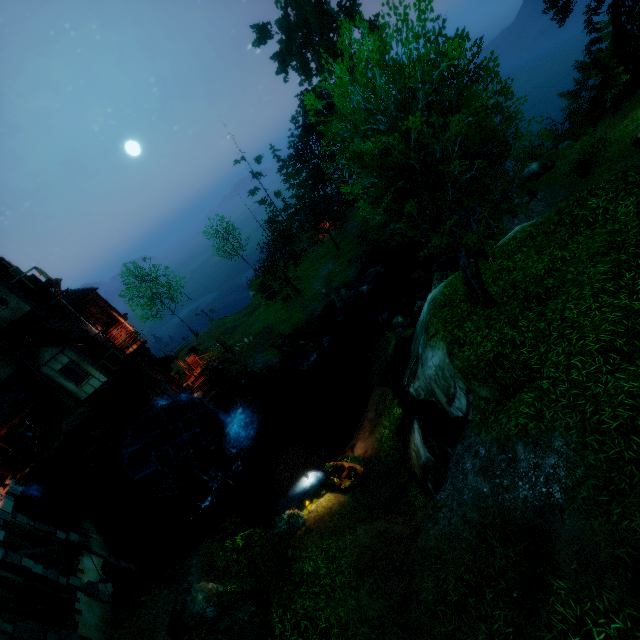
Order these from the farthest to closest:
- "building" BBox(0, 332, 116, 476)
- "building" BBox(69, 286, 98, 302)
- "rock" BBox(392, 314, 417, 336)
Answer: "building" BBox(69, 286, 98, 302) < "rock" BBox(392, 314, 417, 336) < "building" BBox(0, 332, 116, 476)

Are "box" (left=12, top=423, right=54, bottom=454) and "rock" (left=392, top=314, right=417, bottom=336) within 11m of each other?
no

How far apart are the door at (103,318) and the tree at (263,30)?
34.5m

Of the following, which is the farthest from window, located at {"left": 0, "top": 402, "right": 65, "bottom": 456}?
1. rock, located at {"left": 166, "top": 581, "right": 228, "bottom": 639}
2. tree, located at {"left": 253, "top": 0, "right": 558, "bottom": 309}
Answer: tree, located at {"left": 253, "top": 0, "right": 558, "bottom": 309}

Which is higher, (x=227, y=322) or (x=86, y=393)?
(x=86, y=393)

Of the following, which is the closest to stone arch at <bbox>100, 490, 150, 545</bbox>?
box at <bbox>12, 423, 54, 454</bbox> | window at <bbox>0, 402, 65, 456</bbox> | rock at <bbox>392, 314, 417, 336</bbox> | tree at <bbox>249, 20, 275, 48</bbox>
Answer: box at <bbox>12, 423, 54, 454</bbox>

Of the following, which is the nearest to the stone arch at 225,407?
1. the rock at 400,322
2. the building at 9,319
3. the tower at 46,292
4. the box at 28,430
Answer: the tower at 46,292

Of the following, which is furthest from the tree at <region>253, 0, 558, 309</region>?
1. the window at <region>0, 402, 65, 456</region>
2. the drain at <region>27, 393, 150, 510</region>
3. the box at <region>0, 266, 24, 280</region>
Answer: the window at <region>0, 402, 65, 456</region>
